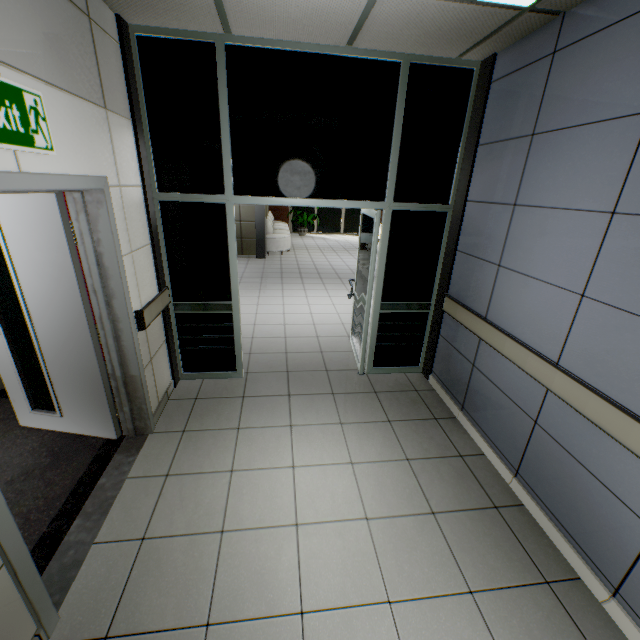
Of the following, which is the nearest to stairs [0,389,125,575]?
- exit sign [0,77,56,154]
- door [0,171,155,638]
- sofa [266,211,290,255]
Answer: door [0,171,155,638]

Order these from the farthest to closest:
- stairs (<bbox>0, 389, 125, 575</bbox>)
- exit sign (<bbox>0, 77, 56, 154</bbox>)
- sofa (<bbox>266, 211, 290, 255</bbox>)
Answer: sofa (<bbox>266, 211, 290, 255</bbox>), stairs (<bbox>0, 389, 125, 575</bbox>), exit sign (<bbox>0, 77, 56, 154</bbox>)

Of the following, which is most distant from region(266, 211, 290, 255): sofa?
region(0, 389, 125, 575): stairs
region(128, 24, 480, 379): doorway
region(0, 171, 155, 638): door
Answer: region(0, 171, 155, 638): door

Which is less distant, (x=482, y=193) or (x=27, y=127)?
(x=27, y=127)

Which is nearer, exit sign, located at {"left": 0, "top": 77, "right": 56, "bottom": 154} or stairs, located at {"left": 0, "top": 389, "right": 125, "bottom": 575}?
exit sign, located at {"left": 0, "top": 77, "right": 56, "bottom": 154}

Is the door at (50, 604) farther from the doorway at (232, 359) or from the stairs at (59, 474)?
the doorway at (232, 359)

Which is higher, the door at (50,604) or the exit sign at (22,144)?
the exit sign at (22,144)

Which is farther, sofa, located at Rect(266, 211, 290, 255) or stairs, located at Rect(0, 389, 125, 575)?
sofa, located at Rect(266, 211, 290, 255)
